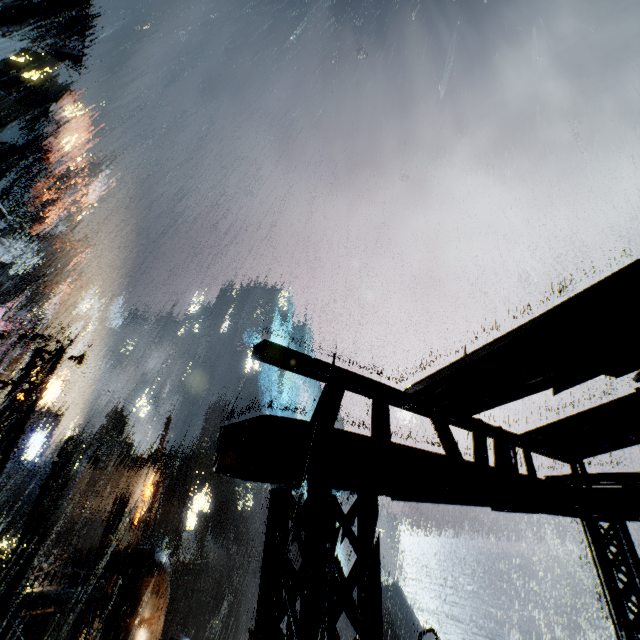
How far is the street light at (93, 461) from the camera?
18.12m

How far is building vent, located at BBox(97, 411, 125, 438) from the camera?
53.47m

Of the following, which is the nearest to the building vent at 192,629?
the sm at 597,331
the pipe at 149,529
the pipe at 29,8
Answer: the pipe at 149,529

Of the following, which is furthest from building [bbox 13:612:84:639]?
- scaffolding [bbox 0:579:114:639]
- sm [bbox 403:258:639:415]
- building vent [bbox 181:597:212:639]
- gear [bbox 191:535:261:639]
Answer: building vent [bbox 181:597:212:639]

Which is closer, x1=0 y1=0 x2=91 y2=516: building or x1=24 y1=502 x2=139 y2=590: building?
x1=0 y1=0 x2=91 y2=516: building

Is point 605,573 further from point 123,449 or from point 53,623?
point 123,449

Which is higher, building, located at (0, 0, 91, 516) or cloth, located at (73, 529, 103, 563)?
building, located at (0, 0, 91, 516)

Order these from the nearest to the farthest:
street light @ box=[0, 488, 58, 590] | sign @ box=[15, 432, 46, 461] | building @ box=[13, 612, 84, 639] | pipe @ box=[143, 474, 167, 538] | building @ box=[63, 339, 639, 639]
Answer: building @ box=[63, 339, 639, 639] < street light @ box=[0, 488, 58, 590] < building @ box=[13, 612, 84, 639] < sign @ box=[15, 432, 46, 461] < pipe @ box=[143, 474, 167, 538]
